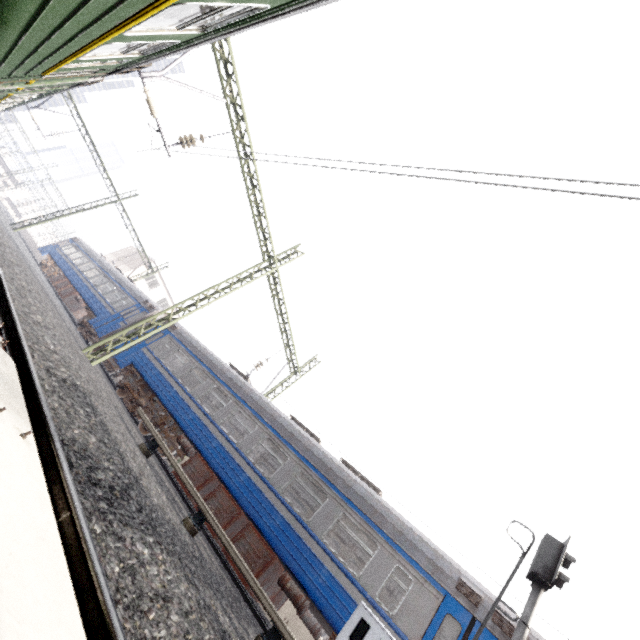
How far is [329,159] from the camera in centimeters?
604cm

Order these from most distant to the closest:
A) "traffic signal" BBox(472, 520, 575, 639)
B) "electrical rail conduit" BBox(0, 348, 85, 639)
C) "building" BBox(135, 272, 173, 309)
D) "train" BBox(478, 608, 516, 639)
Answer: "building" BBox(135, 272, 173, 309), "train" BBox(478, 608, 516, 639), "traffic signal" BBox(472, 520, 575, 639), "electrical rail conduit" BBox(0, 348, 85, 639)

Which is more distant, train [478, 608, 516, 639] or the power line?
the power line

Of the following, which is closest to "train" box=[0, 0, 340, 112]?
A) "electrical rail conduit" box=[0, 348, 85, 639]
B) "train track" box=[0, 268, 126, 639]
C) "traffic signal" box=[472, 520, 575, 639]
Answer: "train track" box=[0, 268, 126, 639]

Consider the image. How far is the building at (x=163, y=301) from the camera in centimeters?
4172cm

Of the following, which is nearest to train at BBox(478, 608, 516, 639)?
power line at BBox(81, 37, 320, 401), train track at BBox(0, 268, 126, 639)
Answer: power line at BBox(81, 37, 320, 401)

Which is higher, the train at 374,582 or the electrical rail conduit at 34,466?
the train at 374,582
